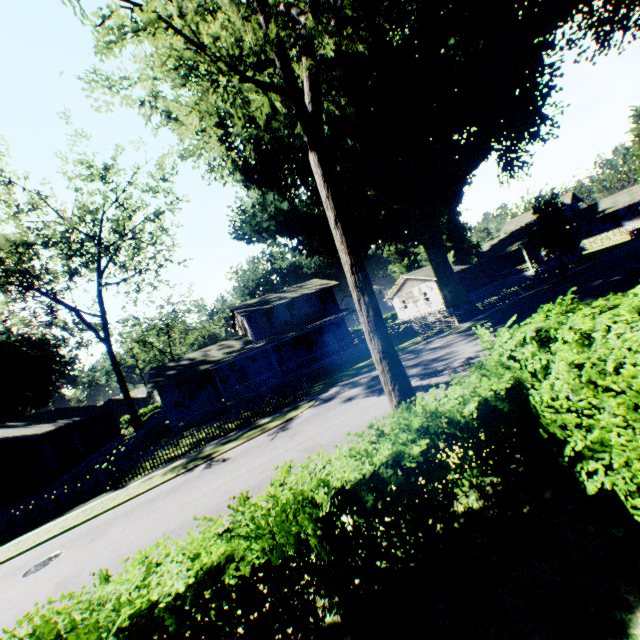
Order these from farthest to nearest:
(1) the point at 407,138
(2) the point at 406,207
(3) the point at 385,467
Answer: (1) the point at 407,138
(2) the point at 406,207
(3) the point at 385,467

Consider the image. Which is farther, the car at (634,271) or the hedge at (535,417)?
the car at (634,271)

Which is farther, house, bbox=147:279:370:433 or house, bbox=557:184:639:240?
house, bbox=557:184:639:240

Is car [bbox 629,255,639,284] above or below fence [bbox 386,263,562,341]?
above

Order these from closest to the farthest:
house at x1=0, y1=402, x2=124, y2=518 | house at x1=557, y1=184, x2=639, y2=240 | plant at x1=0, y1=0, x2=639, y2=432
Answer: plant at x1=0, y1=0, x2=639, y2=432, house at x1=0, y1=402, x2=124, y2=518, house at x1=557, y1=184, x2=639, y2=240

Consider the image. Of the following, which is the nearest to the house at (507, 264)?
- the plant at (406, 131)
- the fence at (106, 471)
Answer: the plant at (406, 131)

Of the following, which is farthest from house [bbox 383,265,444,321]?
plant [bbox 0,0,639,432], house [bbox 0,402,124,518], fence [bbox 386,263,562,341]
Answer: house [bbox 0,402,124,518]

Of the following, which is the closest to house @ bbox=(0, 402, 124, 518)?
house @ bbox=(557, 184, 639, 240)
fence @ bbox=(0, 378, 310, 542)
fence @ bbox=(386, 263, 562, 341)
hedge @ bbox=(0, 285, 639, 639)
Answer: fence @ bbox=(0, 378, 310, 542)
